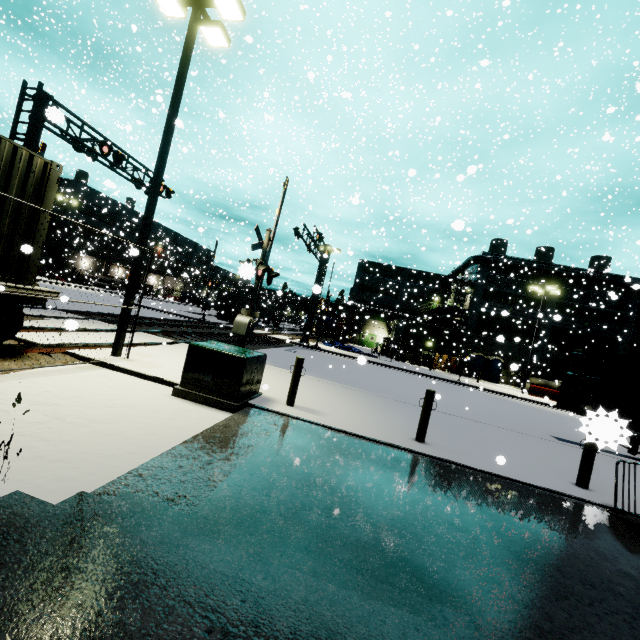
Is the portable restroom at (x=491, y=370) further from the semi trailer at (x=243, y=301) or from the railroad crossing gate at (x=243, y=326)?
the railroad crossing gate at (x=243, y=326)

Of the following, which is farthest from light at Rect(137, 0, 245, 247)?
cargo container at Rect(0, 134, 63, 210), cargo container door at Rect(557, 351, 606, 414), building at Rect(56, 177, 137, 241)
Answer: cargo container door at Rect(557, 351, 606, 414)

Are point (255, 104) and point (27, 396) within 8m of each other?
no

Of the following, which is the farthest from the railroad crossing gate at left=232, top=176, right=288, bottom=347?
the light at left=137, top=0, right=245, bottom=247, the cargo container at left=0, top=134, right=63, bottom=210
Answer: the light at left=137, top=0, right=245, bottom=247

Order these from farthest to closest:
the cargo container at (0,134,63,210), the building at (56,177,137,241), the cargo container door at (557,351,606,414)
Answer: the building at (56,177,137,241) → the cargo container door at (557,351,606,414) → the cargo container at (0,134,63,210)

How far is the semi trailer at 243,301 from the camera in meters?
42.4

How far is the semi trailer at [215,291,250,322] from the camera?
42.4 meters

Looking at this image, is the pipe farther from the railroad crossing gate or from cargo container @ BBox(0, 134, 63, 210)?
the railroad crossing gate
